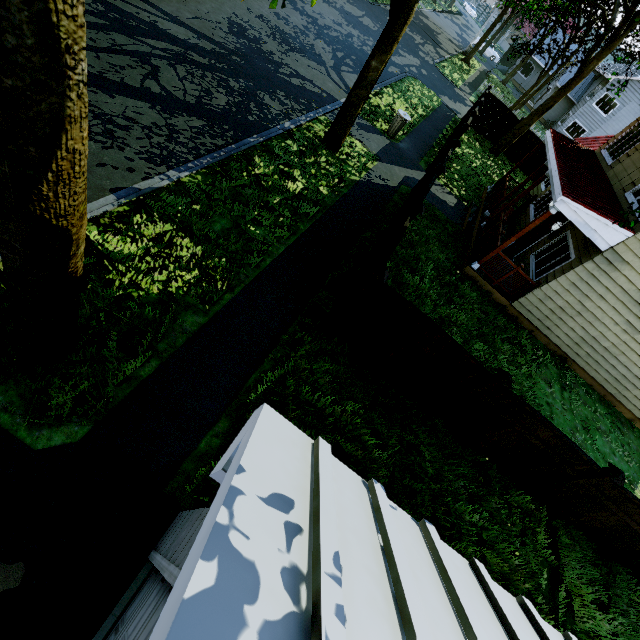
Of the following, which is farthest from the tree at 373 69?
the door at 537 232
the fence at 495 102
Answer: the door at 537 232

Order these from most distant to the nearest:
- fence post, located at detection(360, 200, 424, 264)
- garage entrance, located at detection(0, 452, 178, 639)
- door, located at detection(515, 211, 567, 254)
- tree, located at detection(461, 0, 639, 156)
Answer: tree, located at detection(461, 0, 639, 156), door, located at detection(515, 211, 567, 254), fence post, located at detection(360, 200, 424, 264), garage entrance, located at detection(0, 452, 178, 639)

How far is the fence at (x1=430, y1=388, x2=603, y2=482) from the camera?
5.81m

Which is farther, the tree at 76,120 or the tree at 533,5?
the tree at 533,5

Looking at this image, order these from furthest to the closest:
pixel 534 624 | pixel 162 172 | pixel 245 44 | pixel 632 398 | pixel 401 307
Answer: pixel 245 44
pixel 632 398
pixel 162 172
pixel 401 307
pixel 534 624

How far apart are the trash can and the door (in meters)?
6.89

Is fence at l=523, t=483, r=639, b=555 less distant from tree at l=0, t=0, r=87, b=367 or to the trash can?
tree at l=0, t=0, r=87, b=367

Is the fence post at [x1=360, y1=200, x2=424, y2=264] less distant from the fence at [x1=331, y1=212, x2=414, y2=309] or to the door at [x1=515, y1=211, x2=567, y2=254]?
the fence at [x1=331, y1=212, x2=414, y2=309]
